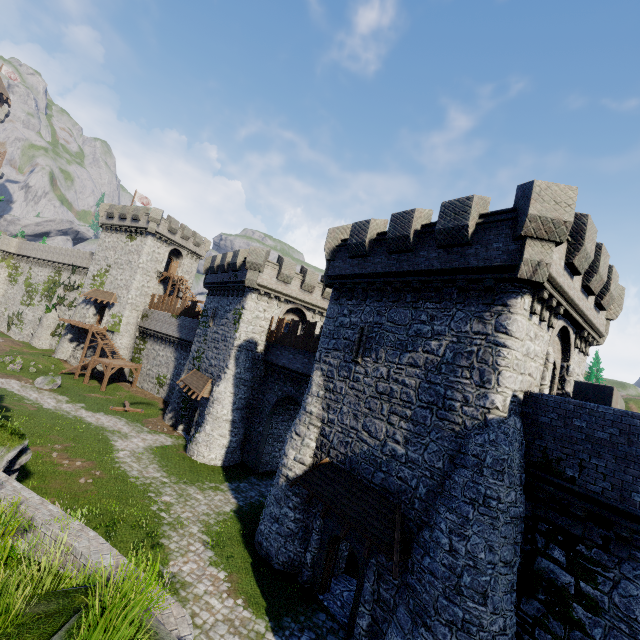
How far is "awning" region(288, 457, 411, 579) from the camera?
11.1 meters

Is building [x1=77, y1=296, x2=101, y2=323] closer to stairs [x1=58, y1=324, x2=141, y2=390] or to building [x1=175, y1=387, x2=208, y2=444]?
stairs [x1=58, y1=324, x2=141, y2=390]

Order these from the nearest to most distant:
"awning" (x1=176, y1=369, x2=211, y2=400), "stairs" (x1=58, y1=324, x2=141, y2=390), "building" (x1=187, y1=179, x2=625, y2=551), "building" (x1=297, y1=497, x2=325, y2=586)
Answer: "building" (x1=187, y1=179, x2=625, y2=551), "building" (x1=297, y1=497, x2=325, y2=586), "awning" (x1=176, y1=369, x2=211, y2=400), "stairs" (x1=58, y1=324, x2=141, y2=390)

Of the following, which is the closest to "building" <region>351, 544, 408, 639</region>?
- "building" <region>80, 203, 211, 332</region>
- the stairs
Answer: the stairs

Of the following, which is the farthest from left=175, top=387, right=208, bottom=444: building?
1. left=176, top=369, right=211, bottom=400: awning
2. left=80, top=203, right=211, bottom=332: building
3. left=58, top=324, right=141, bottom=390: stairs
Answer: left=80, top=203, right=211, bottom=332: building

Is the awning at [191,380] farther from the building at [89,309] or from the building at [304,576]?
the building at [89,309]

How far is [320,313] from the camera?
30.86m

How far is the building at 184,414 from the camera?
27.0 meters
